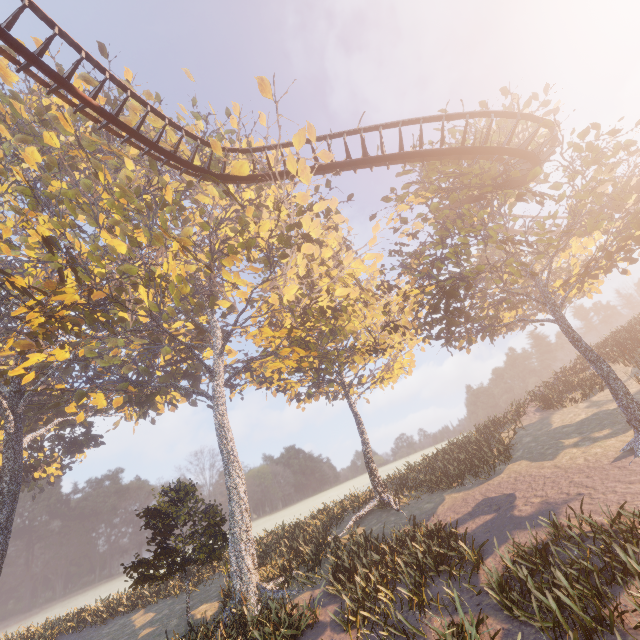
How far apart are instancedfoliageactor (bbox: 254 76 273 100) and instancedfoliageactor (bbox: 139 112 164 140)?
9.2 meters

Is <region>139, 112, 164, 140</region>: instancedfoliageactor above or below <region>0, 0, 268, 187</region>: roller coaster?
above

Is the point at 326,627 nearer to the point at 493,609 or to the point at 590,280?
the point at 493,609

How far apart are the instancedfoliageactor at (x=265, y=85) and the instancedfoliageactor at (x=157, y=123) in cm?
922

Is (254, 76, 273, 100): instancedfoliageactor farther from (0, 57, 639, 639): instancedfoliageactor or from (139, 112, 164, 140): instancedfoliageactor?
(139, 112, 164, 140): instancedfoliageactor

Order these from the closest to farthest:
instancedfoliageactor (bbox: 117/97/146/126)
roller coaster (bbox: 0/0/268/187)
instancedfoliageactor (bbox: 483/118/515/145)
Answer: roller coaster (bbox: 0/0/268/187) → instancedfoliageactor (bbox: 483/118/515/145) → instancedfoliageactor (bbox: 117/97/146/126)

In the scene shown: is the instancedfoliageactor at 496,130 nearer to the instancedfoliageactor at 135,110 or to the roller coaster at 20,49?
the roller coaster at 20,49

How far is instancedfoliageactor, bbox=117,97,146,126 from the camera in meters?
18.7 m
